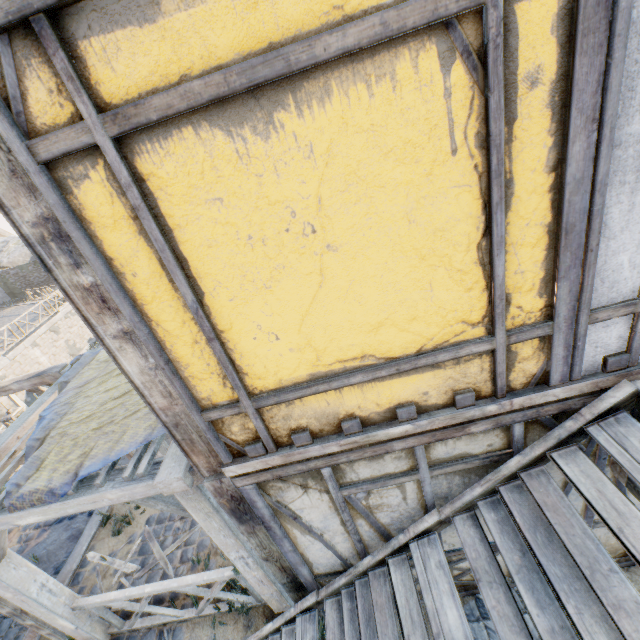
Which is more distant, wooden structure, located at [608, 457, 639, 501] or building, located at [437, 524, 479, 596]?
building, located at [437, 524, 479, 596]

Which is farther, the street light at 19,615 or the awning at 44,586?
the street light at 19,615

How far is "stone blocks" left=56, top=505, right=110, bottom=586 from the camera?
5.46m

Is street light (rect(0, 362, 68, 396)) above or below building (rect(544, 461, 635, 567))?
above

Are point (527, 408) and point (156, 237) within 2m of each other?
no

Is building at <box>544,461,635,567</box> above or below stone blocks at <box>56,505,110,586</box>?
above

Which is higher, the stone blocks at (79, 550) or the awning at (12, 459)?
the awning at (12, 459)

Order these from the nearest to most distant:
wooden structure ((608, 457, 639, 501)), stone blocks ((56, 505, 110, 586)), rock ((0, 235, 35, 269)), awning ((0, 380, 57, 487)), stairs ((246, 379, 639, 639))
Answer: stairs ((246, 379, 639, 639)), wooden structure ((608, 457, 639, 501)), awning ((0, 380, 57, 487)), stone blocks ((56, 505, 110, 586)), rock ((0, 235, 35, 269))
